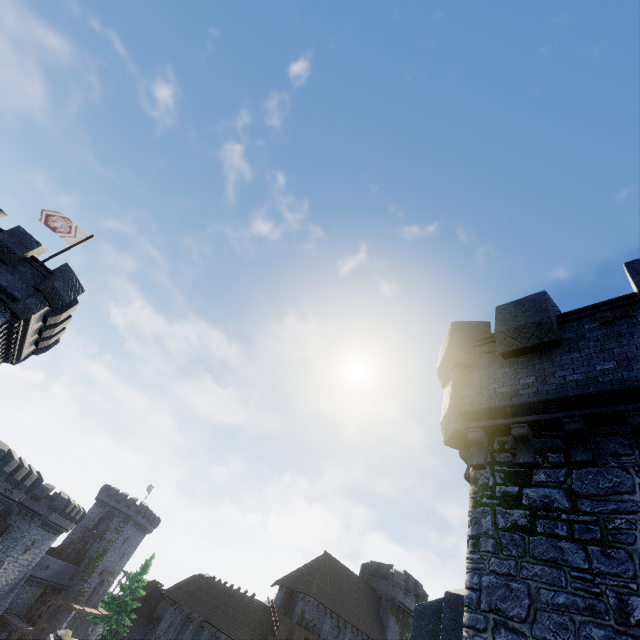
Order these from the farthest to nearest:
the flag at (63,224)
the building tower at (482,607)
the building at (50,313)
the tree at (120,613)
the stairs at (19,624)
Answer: the stairs at (19,624) → the tree at (120,613) → the flag at (63,224) → the building at (50,313) → the building tower at (482,607)

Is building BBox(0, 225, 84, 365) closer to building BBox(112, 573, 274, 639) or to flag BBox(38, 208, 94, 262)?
flag BBox(38, 208, 94, 262)

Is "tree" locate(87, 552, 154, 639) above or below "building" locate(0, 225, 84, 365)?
below

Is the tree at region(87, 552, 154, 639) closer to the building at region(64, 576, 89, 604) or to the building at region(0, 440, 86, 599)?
the building at region(0, 440, 86, 599)

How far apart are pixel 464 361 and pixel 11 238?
21.5 meters

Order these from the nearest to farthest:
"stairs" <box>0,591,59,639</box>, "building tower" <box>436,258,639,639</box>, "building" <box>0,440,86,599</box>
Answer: "building tower" <box>436,258,639,639</box> < "building" <box>0,440,86,599</box> < "stairs" <box>0,591,59,639</box>

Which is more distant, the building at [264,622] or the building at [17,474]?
the building at [17,474]

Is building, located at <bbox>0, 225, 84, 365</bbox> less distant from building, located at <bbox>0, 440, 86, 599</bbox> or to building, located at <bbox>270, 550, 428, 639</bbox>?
building, located at <bbox>0, 440, 86, 599</bbox>
